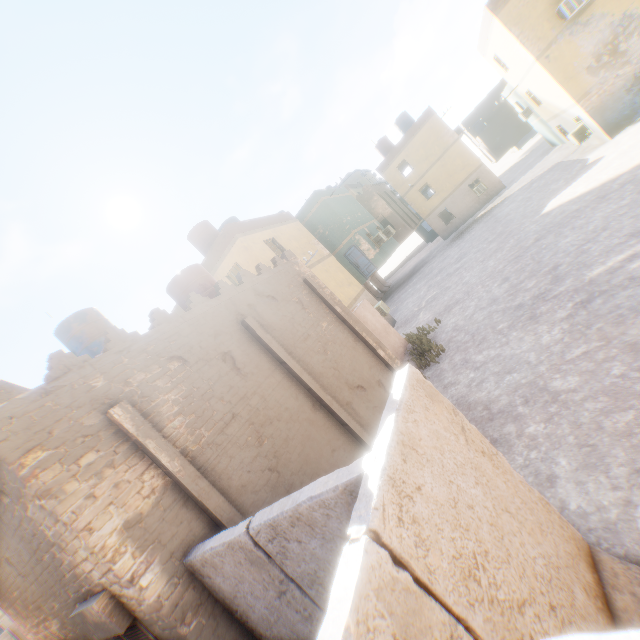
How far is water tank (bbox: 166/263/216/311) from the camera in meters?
11.2 m

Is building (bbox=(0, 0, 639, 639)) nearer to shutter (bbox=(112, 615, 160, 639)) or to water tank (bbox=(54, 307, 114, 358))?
shutter (bbox=(112, 615, 160, 639))

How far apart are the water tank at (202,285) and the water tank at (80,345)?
2.4 meters

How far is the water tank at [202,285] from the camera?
11.20m

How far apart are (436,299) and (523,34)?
14.7m

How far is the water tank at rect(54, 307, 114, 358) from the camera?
11.2 meters

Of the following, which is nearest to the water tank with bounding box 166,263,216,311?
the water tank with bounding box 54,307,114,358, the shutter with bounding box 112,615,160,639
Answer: the water tank with bounding box 54,307,114,358
